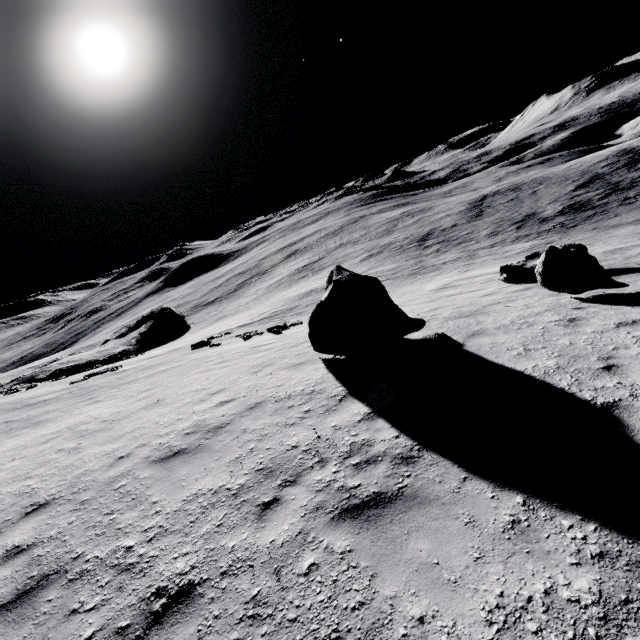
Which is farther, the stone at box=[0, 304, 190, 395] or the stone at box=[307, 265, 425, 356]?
the stone at box=[0, 304, 190, 395]

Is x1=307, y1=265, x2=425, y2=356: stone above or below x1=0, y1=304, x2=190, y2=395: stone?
above

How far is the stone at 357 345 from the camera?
8.0 meters

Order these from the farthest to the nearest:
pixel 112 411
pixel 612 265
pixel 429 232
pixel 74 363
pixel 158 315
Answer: pixel 158 315
pixel 429 232
pixel 74 363
pixel 612 265
pixel 112 411

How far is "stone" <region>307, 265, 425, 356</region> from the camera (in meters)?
8.02

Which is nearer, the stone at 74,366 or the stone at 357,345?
the stone at 357,345
